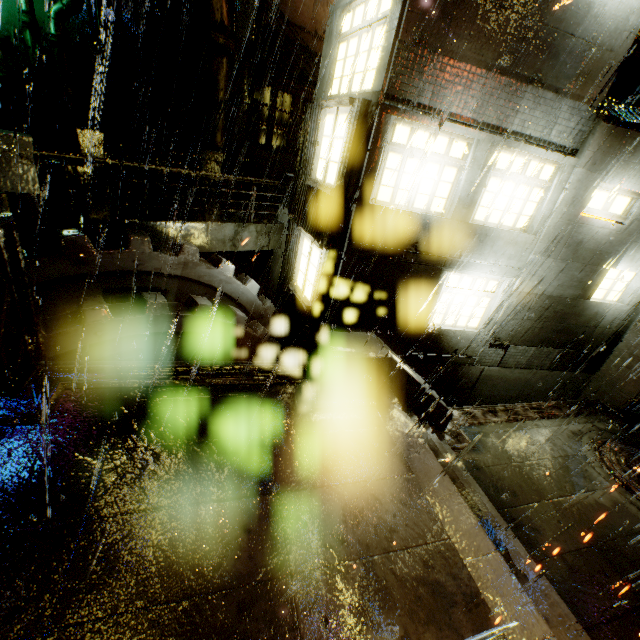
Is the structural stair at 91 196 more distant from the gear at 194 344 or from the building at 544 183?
the gear at 194 344

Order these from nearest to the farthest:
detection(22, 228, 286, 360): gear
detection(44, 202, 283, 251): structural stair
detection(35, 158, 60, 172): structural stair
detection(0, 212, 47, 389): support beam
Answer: detection(0, 212, 47, 389): support beam
detection(22, 228, 286, 360): gear
detection(44, 202, 283, 251): structural stair
detection(35, 158, 60, 172): structural stair

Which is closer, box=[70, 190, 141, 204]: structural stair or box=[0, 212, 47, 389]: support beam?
box=[0, 212, 47, 389]: support beam

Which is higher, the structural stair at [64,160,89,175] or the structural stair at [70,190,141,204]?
the structural stair at [64,160,89,175]

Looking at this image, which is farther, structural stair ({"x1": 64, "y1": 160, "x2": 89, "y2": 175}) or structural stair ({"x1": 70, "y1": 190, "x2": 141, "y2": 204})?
structural stair ({"x1": 64, "y1": 160, "x2": 89, "y2": 175})

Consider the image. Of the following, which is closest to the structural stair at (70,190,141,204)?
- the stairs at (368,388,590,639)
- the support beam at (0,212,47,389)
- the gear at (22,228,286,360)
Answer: the gear at (22,228,286,360)

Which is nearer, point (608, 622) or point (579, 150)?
point (608, 622)

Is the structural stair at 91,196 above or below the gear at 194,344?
above
